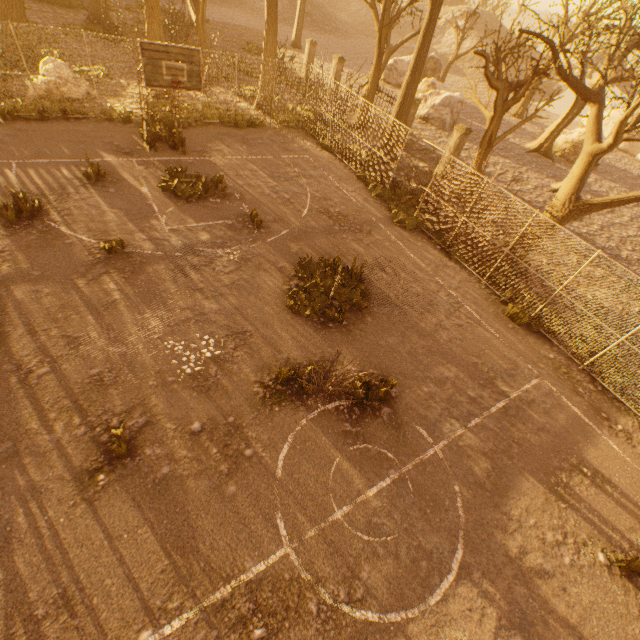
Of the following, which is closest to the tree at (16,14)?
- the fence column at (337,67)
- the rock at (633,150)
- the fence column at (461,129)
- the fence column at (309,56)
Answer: the fence column at (461,129)

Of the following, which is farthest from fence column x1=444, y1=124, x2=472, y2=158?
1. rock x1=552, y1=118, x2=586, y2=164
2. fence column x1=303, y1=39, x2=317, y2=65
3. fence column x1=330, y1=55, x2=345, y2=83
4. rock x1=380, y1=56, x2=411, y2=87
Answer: rock x1=380, y1=56, x2=411, y2=87

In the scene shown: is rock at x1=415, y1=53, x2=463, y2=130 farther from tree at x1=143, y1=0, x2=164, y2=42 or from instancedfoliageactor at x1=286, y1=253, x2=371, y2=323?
instancedfoliageactor at x1=286, y1=253, x2=371, y2=323

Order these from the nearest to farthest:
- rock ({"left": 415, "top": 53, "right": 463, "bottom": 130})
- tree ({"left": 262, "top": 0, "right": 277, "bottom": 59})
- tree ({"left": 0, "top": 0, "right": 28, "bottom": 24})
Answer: tree ({"left": 0, "top": 0, "right": 28, "bottom": 24})
tree ({"left": 262, "top": 0, "right": 277, "bottom": 59})
rock ({"left": 415, "top": 53, "right": 463, "bottom": 130})

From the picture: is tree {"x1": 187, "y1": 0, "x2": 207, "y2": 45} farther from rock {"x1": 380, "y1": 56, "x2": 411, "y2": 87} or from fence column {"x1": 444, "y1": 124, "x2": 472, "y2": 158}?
fence column {"x1": 444, "y1": 124, "x2": 472, "y2": 158}

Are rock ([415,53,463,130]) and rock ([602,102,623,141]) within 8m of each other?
no

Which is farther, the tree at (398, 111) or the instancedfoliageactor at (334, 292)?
the tree at (398, 111)

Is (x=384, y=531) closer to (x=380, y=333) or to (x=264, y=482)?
(x=264, y=482)
